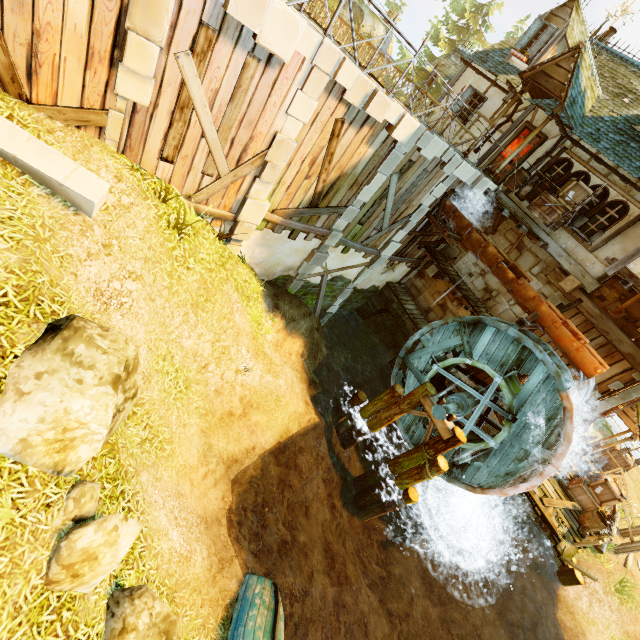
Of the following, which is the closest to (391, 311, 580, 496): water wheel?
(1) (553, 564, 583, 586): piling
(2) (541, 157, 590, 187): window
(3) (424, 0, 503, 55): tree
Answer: (2) (541, 157, 590, 187): window

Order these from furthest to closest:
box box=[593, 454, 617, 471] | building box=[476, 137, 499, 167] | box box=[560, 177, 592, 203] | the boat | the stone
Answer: box box=[593, 454, 617, 471], building box=[476, 137, 499, 167], box box=[560, 177, 592, 203], the boat, the stone

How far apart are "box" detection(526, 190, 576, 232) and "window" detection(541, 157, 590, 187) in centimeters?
1cm

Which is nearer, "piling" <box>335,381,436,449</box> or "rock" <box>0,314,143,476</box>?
"rock" <box>0,314,143,476</box>

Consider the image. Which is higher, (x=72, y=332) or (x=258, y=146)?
(x=258, y=146)

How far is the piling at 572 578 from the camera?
13.3 meters

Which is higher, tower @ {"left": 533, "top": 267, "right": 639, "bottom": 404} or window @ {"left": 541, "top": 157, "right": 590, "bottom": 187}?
window @ {"left": 541, "top": 157, "right": 590, "bottom": 187}

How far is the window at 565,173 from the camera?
11.53m
